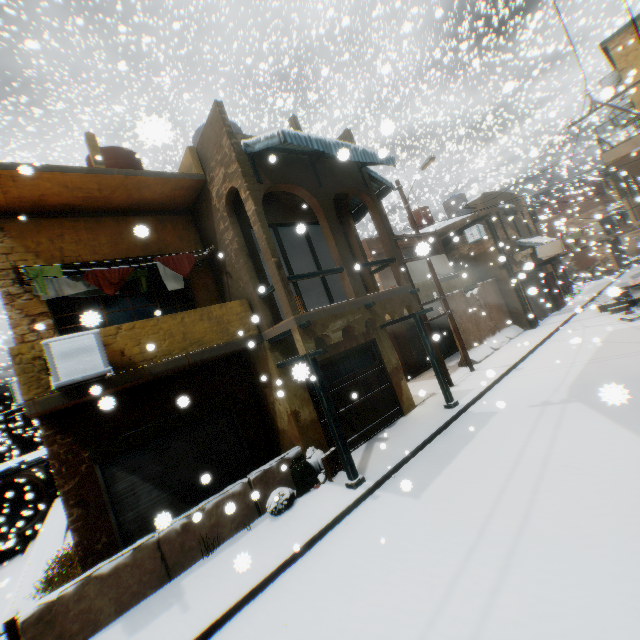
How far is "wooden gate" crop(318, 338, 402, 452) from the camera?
9.53m

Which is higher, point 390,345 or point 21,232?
point 21,232

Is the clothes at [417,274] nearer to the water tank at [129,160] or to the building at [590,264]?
the building at [590,264]

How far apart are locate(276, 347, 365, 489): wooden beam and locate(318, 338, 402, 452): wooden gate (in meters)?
Result: 0.60

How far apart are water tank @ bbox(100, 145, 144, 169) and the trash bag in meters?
9.3 m

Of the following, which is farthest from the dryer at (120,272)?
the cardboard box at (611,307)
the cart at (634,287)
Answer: the cart at (634,287)

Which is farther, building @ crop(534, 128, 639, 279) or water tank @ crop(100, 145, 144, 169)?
building @ crop(534, 128, 639, 279)

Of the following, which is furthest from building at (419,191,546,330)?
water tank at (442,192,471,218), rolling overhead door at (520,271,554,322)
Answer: water tank at (442,192,471,218)
